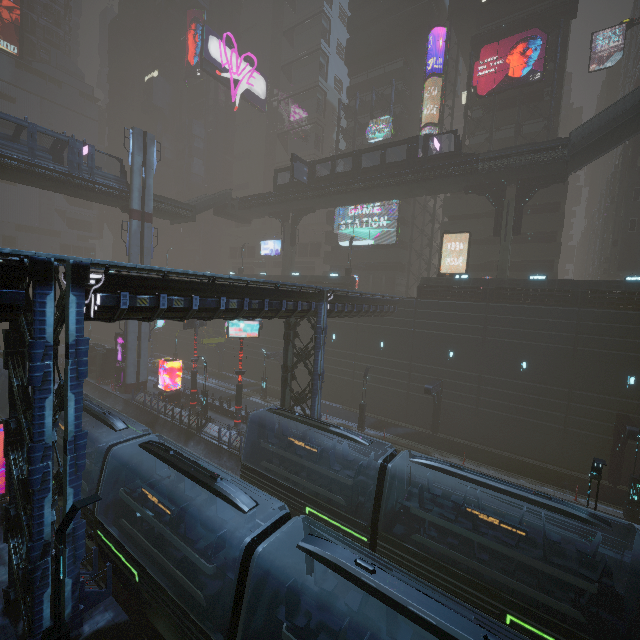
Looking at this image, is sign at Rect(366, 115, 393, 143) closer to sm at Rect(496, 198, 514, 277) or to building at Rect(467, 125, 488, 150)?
building at Rect(467, 125, 488, 150)

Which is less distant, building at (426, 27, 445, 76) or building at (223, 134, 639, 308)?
building at (223, 134, 639, 308)

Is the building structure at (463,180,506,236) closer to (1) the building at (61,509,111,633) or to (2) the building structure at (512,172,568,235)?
(2) the building structure at (512,172,568,235)

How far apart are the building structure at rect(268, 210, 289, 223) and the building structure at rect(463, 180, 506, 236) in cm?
2217

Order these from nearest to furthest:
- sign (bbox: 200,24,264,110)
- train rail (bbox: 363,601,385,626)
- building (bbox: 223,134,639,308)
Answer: train rail (bbox: 363,601,385,626) → building (bbox: 223,134,639,308) → sign (bbox: 200,24,264,110)

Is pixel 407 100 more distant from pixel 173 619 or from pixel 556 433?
pixel 173 619

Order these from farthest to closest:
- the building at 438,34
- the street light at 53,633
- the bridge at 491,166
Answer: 1. the building at 438,34
2. the bridge at 491,166
3. the street light at 53,633

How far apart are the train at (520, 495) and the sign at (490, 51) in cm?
3826
